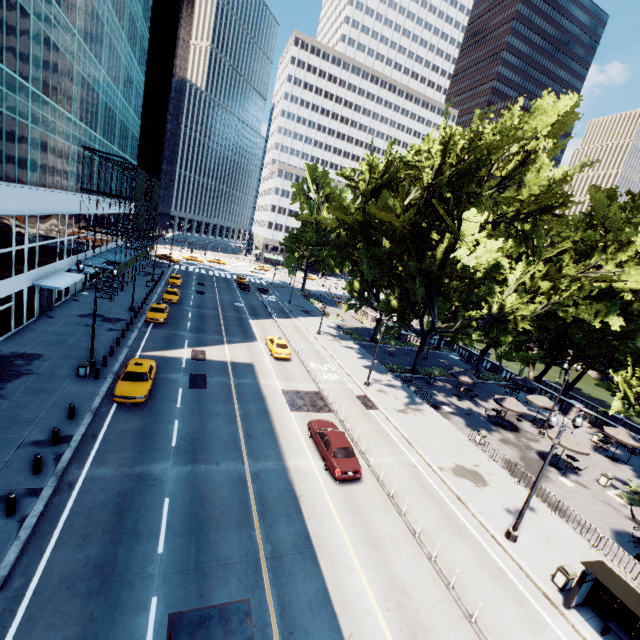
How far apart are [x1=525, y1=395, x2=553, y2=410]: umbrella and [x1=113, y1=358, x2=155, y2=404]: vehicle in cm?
3359

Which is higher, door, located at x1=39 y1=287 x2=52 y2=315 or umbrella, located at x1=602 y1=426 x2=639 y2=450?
umbrella, located at x1=602 y1=426 x2=639 y2=450

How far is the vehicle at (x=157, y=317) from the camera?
33.19m

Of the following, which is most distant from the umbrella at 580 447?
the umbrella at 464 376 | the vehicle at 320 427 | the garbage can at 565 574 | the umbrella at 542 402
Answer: the vehicle at 320 427

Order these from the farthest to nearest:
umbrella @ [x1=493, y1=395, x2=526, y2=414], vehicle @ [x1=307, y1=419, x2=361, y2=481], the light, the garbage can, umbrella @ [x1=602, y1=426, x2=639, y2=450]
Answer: umbrella @ [x1=493, y1=395, x2=526, y2=414]
umbrella @ [x1=602, y1=426, x2=639, y2=450]
vehicle @ [x1=307, y1=419, x2=361, y2=481]
the light
the garbage can

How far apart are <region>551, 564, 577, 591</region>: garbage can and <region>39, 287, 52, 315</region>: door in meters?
40.0 m

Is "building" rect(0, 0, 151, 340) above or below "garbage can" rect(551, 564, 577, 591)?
above

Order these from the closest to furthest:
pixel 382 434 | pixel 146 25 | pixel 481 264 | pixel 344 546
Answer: pixel 344 546, pixel 382 434, pixel 481 264, pixel 146 25
